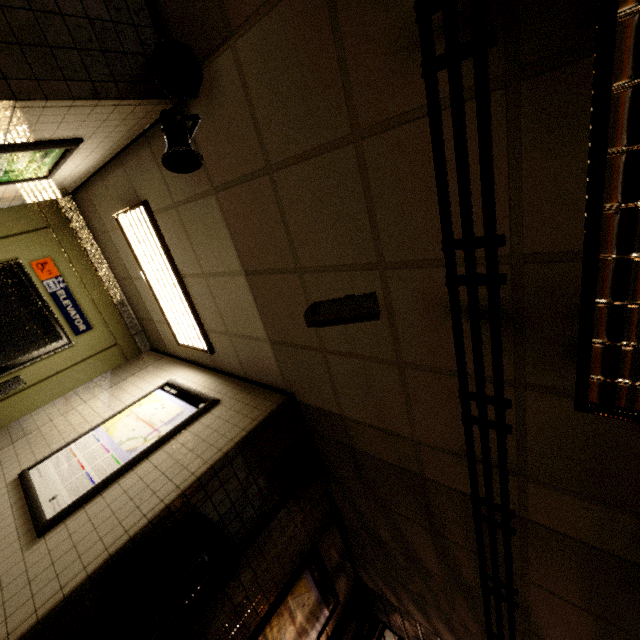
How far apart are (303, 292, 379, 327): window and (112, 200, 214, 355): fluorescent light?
2.33m

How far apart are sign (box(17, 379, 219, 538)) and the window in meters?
2.1

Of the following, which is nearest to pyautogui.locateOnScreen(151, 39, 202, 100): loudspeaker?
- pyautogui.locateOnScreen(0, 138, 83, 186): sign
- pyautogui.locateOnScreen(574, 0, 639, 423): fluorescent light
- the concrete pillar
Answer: pyautogui.locateOnScreen(0, 138, 83, 186): sign

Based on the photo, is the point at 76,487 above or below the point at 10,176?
below

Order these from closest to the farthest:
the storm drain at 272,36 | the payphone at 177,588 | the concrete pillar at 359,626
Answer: the storm drain at 272,36 < the payphone at 177,588 < the concrete pillar at 359,626

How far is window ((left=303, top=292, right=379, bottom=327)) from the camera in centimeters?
206cm

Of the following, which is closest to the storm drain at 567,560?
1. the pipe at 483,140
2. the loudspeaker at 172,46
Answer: the pipe at 483,140

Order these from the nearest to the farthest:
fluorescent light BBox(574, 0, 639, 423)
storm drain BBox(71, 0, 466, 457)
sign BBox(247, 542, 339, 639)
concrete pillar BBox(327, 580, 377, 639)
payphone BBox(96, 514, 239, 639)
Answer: fluorescent light BBox(574, 0, 639, 423) → storm drain BBox(71, 0, 466, 457) → payphone BBox(96, 514, 239, 639) → sign BBox(247, 542, 339, 639) → concrete pillar BBox(327, 580, 377, 639)
